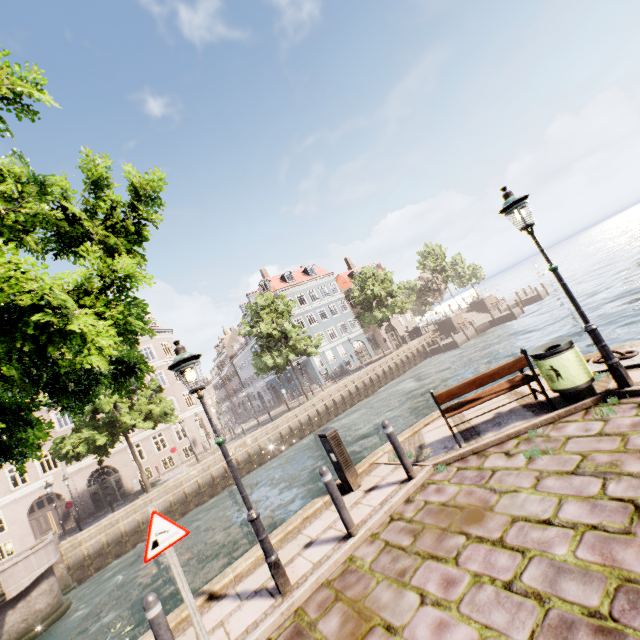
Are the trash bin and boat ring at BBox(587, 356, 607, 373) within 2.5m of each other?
yes

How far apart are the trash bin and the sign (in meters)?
6.08

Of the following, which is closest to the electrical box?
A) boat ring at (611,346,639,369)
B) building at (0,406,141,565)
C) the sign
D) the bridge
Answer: the sign

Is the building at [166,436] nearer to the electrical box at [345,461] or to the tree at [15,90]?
the tree at [15,90]

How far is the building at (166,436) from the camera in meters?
30.5

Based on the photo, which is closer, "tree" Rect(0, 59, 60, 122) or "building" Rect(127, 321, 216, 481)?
"tree" Rect(0, 59, 60, 122)

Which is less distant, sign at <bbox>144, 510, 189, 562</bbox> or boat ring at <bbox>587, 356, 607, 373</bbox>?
sign at <bbox>144, 510, 189, 562</bbox>

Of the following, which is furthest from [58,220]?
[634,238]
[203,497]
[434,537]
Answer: [634,238]
